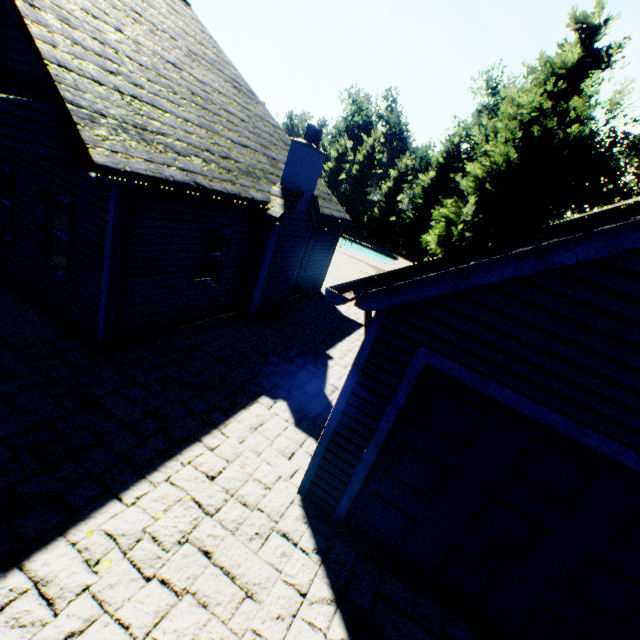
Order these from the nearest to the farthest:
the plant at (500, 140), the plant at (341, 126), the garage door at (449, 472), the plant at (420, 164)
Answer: the garage door at (449, 472) < the plant at (500, 140) < the plant at (420, 164) < the plant at (341, 126)

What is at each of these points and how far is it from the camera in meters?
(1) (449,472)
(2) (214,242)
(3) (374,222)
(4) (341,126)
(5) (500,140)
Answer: (1) garage door, 3.9 m
(2) curtain, 8.4 m
(3) tree, 45.8 m
(4) plant, 57.7 m
(5) plant, 33.0 m

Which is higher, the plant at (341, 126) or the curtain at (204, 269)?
the plant at (341, 126)

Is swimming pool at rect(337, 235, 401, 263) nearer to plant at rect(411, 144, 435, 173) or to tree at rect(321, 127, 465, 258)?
plant at rect(411, 144, 435, 173)

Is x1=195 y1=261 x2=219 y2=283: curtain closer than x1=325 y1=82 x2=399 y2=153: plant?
Yes

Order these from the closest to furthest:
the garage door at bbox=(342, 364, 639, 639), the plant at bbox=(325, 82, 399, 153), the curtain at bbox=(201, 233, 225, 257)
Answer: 1. the garage door at bbox=(342, 364, 639, 639)
2. the curtain at bbox=(201, 233, 225, 257)
3. the plant at bbox=(325, 82, 399, 153)

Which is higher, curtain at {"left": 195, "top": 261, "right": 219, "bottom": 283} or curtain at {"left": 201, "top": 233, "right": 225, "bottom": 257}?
curtain at {"left": 201, "top": 233, "right": 225, "bottom": 257}

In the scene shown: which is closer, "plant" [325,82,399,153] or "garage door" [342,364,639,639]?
"garage door" [342,364,639,639]
